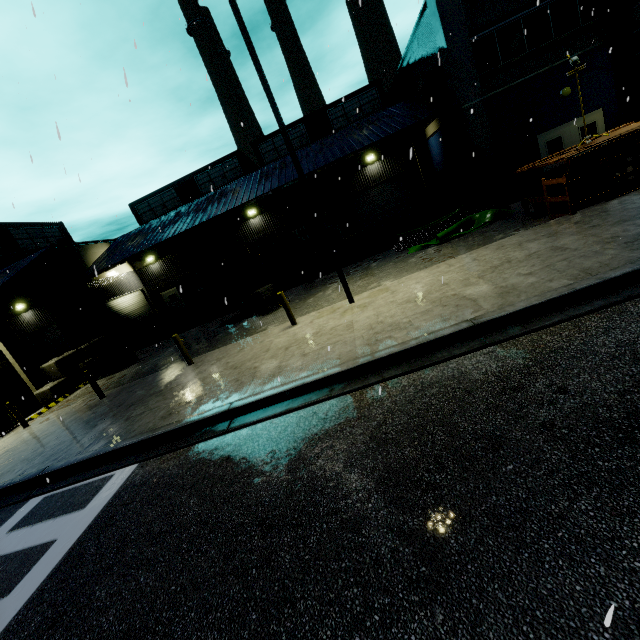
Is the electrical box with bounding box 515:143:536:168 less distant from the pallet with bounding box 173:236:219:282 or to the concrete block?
the pallet with bounding box 173:236:219:282

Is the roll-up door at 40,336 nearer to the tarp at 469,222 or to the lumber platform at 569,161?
the tarp at 469,222

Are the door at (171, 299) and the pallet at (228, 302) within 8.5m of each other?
yes

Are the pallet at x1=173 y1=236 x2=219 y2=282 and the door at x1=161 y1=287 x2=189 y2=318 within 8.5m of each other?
yes

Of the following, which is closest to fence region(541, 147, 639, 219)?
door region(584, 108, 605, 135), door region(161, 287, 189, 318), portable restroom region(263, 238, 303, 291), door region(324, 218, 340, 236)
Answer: door region(584, 108, 605, 135)

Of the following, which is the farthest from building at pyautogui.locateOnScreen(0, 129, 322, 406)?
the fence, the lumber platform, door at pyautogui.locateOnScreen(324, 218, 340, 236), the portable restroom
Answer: the lumber platform

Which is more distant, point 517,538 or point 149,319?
point 149,319

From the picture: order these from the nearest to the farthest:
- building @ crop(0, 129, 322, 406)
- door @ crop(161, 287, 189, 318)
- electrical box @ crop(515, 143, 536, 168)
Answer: electrical box @ crop(515, 143, 536, 168), building @ crop(0, 129, 322, 406), door @ crop(161, 287, 189, 318)
